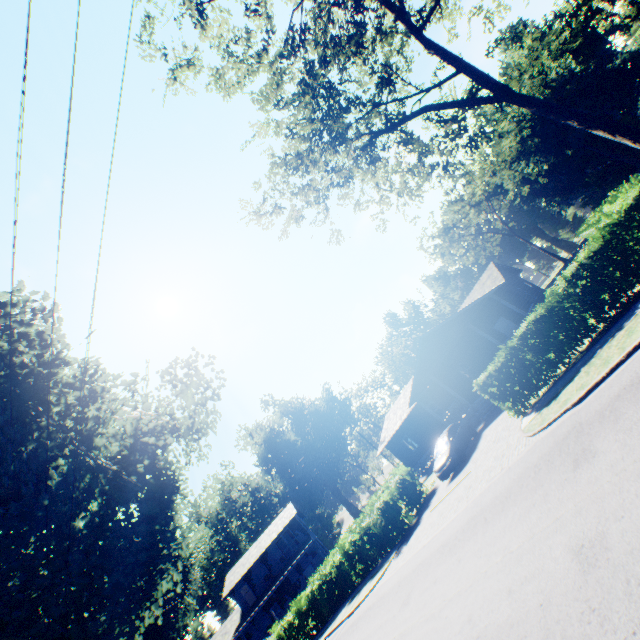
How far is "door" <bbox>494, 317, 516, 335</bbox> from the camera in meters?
25.2

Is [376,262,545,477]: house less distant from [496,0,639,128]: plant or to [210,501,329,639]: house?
[210,501,329,639]: house

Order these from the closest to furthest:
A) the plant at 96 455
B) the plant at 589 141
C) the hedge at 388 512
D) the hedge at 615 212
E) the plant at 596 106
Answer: the plant at 96 455, the hedge at 615 212, the hedge at 388 512, the plant at 596 106, the plant at 589 141

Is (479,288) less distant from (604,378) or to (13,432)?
(604,378)

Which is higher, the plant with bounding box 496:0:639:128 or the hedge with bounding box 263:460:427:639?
the plant with bounding box 496:0:639:128

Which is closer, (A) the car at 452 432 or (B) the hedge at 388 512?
(A) the car at 452 432

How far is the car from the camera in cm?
1798

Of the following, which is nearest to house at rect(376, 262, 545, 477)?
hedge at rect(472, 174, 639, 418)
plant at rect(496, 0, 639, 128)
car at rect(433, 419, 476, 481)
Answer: car at rect(433, 419, 476, 481)
